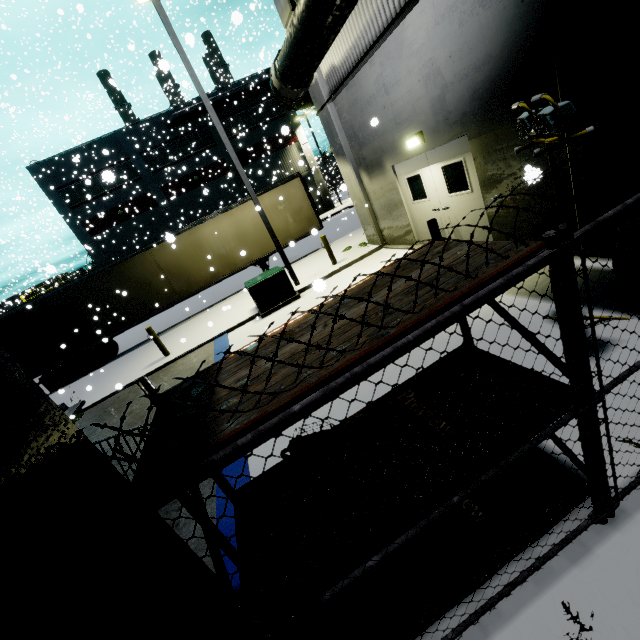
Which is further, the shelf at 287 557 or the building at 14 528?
the shelf at 287 557

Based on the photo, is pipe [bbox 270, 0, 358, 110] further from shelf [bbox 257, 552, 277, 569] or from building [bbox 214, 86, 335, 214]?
shelf [bbox 257, 552, 277, 569]

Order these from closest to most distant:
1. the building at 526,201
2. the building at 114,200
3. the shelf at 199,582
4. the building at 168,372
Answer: the shelf at 199,582 < the building at 526,201 < the building at 168,372 < the building at 114,200

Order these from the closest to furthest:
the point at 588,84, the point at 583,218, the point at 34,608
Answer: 1. the point at 34,608
2. the point at 588,84
3. the point at 583,218

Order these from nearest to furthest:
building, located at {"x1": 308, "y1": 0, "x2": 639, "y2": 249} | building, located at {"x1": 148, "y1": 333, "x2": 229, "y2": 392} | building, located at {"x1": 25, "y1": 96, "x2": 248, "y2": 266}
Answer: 1. building, located at {"x1": 308, "y1": 0, "x2": 639, "y2": 249}
2. building, located at {"x1": 148, "y1": 333, "x2": 229, "y2": 392}
3. building, located at {"x1": 25, "y1": 96, "x2": 248, "y2": 266}

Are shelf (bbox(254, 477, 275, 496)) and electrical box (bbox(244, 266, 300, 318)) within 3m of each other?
no

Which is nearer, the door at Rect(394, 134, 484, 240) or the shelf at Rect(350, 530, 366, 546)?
the shelf at Rect(350, 530, 366, 546)

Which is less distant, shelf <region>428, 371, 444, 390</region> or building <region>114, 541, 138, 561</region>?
building <region>114, 541, 138, 561</region>
